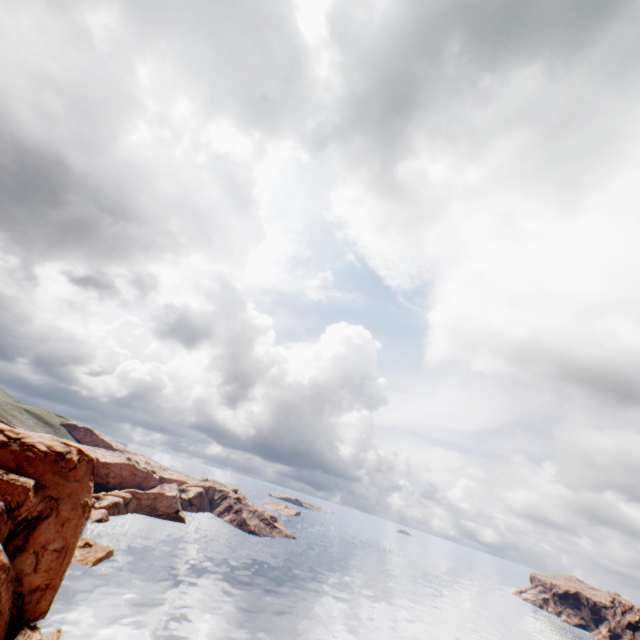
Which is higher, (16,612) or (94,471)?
(94,471)
